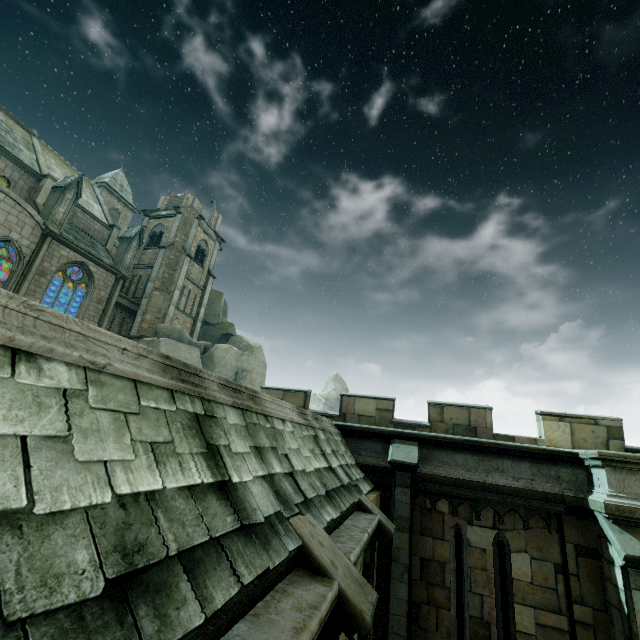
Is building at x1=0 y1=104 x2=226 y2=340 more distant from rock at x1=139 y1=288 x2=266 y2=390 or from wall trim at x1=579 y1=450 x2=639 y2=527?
wall trim at x1=579 y1=450 x2=639 y2=527

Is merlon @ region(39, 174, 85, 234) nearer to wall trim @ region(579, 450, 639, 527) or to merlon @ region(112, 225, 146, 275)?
merlon @ region(112, 225, 146, 275)

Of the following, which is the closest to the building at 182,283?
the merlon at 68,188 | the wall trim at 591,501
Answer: the merlon at 68,188

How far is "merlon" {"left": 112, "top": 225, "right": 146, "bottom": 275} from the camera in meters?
27.4

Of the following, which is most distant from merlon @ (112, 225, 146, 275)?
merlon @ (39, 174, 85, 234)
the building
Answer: merlon @ (39, 174, 85, 234)

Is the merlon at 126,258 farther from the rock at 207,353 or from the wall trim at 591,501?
the wall trim at 591,501

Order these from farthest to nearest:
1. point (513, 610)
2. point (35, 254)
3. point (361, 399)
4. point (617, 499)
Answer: point (35, 254) < point (361, 399) < point (513, 610) < point (617, 499)

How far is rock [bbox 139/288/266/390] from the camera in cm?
2697
